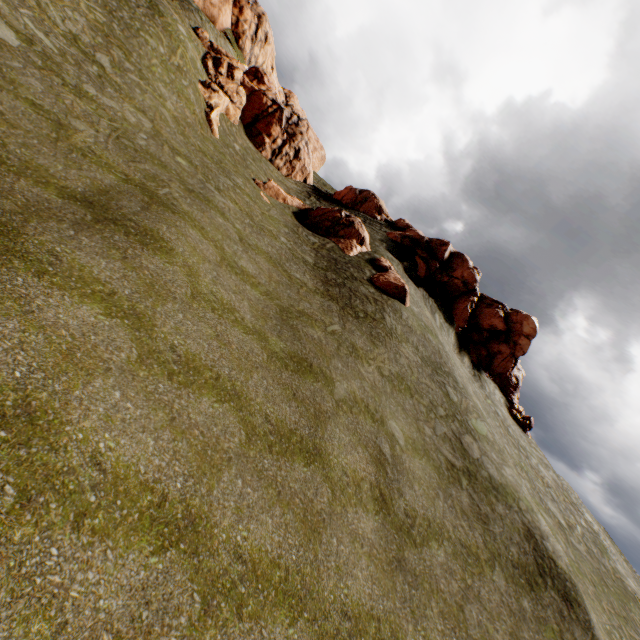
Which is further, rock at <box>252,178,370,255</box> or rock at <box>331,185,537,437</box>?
rock at <box>331,185,537,437</box>

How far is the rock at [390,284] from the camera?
21.02m

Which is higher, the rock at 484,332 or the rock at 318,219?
the rock at 484,332

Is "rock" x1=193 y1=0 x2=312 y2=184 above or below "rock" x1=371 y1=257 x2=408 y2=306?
above

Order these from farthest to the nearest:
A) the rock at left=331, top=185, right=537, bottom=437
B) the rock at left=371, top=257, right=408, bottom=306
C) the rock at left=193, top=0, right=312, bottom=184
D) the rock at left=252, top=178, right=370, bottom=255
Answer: the rock at left=331, top=185, right=537, bottom=437 → the rock at left=193, top=0, right=312, bottom=184 → the rock at left=252, top=178, right=370, bottom=255 → the rock at left=371, top=257, right=408, bottom=306

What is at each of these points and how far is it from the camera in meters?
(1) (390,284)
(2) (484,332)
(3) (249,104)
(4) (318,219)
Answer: (1) rock, 21.2
(2) rock, 35.1
(3) rock, 32.3
(4) rock, 25.2
